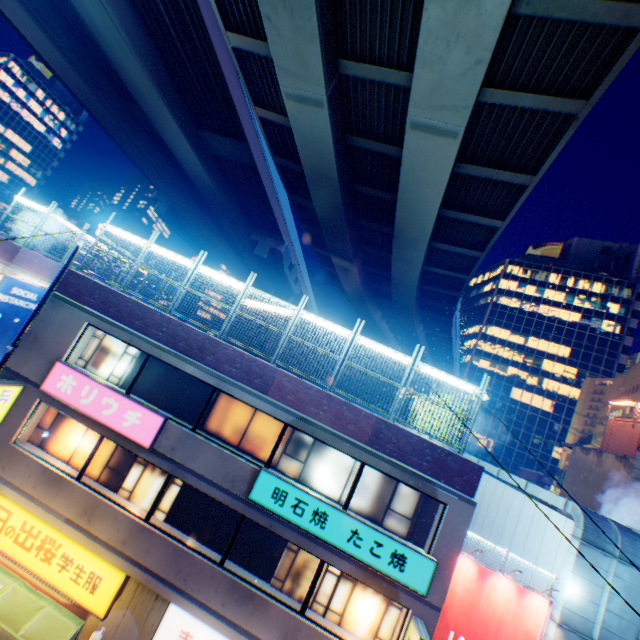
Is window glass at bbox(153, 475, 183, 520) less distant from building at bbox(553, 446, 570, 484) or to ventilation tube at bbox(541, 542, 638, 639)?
ventilation tube at bbox(541, 542, 638, 639)

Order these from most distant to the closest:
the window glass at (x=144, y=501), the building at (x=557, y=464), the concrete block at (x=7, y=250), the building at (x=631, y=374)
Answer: the building at (x=557, y=464), the building at (x=631, y=374), the concrete block at (x=7, y=250), the window glass at (x=144, y=501)

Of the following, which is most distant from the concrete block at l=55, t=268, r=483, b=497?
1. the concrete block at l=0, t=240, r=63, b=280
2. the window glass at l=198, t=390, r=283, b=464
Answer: the concrete block at l=0, t=240, r=63, b=280

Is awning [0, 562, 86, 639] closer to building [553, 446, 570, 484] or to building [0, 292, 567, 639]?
building [0, 292, 567, 639]

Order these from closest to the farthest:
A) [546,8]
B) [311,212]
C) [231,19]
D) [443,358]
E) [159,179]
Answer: [546,8] → [231,19] → [311,212] → [159,179] → [443,358]

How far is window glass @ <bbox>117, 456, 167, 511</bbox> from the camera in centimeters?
1073cm

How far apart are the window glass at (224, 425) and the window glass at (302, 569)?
1.3m

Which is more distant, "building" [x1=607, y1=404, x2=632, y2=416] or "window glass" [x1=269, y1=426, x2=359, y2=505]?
"building" [x1=607, y1=404, x2=632, y2=416]
